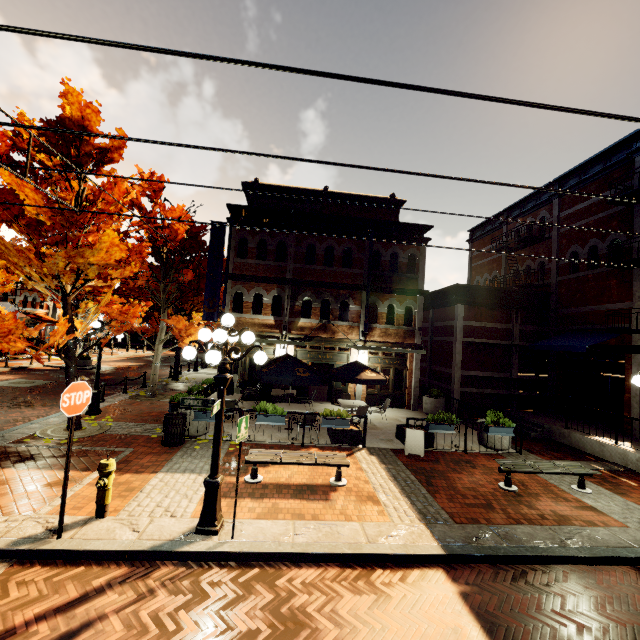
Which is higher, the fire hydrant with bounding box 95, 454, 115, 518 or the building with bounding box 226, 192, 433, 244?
the building with bounding box 226, 192, 433, 244

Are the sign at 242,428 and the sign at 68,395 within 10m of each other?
yes

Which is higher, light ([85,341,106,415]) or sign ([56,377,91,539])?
sign ([56,377,91,539])

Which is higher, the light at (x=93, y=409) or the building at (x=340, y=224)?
the building at (x=340, y=224)

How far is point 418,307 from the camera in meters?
16.9 m

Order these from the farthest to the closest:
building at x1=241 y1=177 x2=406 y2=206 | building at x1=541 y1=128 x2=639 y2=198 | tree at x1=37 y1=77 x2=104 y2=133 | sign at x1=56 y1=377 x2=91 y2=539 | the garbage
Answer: building at x1=241 y1=177 x2=406 y2=206
building at x1=541 y1=128 x2=639 y2=198
tree at x1=37 y1=77 x2=104 y2=133
the garbage
sign at x1=56 y1=377 x2=91 y2=539

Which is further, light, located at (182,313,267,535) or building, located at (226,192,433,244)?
building, located at (226,192,433,244)

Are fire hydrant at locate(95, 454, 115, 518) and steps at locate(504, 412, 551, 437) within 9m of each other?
no
